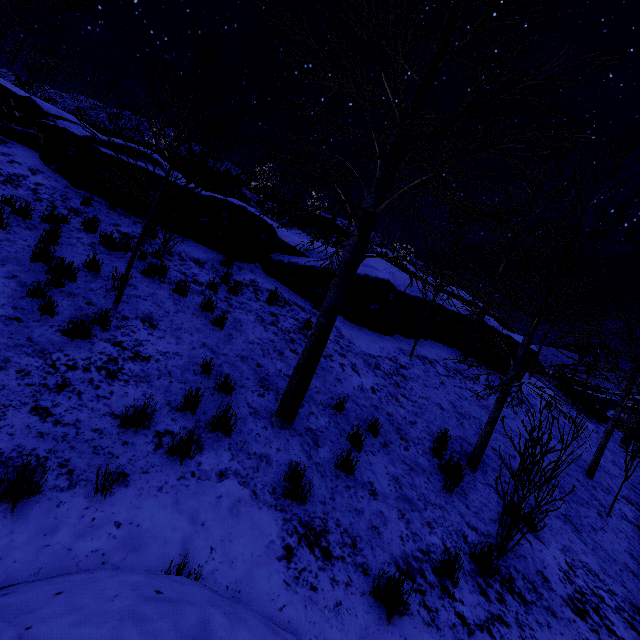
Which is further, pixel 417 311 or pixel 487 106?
pixel 417 311

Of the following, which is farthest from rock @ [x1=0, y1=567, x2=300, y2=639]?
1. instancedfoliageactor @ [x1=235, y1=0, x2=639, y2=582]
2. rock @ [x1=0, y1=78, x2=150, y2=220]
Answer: rock @ [x1=0, y1=78, x2=150, y2=220]

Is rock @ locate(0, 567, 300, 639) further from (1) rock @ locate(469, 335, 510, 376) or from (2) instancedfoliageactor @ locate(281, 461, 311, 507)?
(1) rock @ locate(469, 335, 510, 376)

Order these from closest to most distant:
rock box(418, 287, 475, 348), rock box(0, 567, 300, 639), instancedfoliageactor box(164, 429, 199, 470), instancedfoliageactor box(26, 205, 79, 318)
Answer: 1. rock box(0, 567, 300, 639)
2. instancedfoliageactor box(164, 429, 199, 470)
3. instancedfoliageactor box(26, 205, 79, 318)
4. rock box(418, 287, 475, 348)

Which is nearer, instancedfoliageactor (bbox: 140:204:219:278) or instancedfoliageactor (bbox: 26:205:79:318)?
instancedfoliageactor (bbox: 26:205:79:318)

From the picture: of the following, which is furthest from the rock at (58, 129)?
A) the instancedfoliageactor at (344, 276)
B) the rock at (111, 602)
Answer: the rock at (111, 602)

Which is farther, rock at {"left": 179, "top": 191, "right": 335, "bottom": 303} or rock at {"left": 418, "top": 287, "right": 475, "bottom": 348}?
rock at {"left": 418, "top": 287, "right": 475, "bottom": 348}
